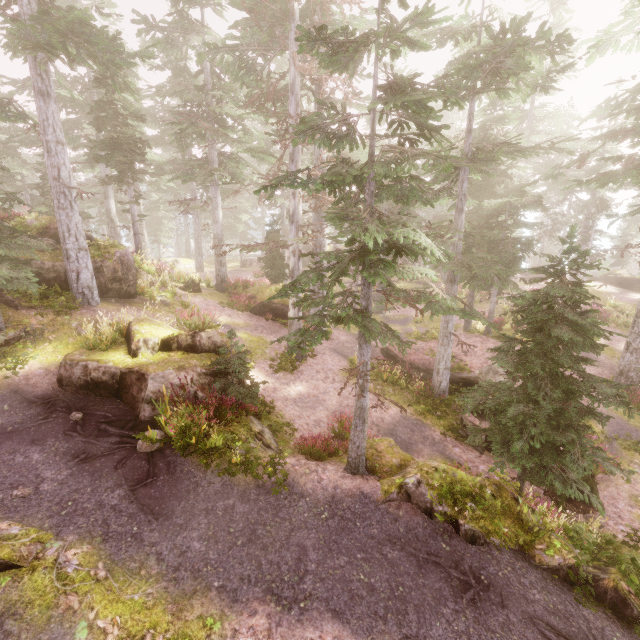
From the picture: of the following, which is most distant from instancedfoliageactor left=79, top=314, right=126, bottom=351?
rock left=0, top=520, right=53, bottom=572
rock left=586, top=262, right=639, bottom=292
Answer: rock left=0, top=520, right=53, bottom=572

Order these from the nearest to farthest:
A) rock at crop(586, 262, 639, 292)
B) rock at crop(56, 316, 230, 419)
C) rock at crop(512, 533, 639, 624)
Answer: rock at crop(512, 533, 639, 624) → rock at crop(56, 316, 230, 419) → rock at crop(586, 262, 639, 292)

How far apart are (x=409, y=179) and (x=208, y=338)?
7.86m

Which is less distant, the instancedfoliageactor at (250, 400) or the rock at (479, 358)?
the instancedfoliageactor at (250, 400)

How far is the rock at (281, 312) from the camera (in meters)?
20.19

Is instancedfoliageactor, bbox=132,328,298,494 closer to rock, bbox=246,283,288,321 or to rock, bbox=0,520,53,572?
rock, bbox=246,283,288,321

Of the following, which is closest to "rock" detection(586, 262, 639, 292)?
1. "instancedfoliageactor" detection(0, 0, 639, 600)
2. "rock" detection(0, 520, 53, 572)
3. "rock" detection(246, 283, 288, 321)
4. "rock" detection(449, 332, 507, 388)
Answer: "instancedfoliageactor" detection(0, 0, 639, 600)

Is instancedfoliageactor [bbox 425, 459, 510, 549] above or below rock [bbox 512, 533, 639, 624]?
above
